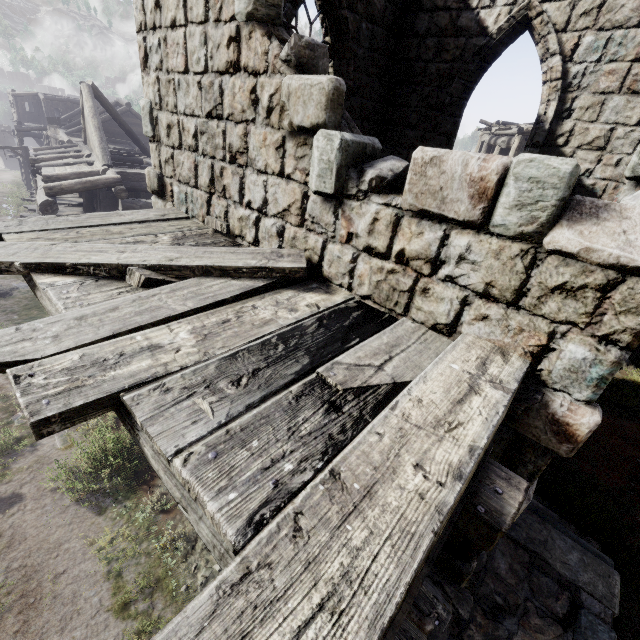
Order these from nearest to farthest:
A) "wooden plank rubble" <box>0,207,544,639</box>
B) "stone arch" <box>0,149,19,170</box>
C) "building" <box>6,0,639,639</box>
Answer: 1. "wooden plank rubble" <box>0,207,544,639</box>
2. "building" <box>6,0,639,639</box>
3. "stone arch" <box>0,149,19,170</box>

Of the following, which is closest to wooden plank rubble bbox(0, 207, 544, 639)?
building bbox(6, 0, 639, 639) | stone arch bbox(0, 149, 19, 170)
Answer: building bbox(6, 0, 639, 639)

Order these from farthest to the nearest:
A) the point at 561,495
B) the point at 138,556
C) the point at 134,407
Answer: the point at 561,495 → the point at 138,556 → the point at 134,407

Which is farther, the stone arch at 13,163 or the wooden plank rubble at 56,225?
the stone arch at 13,163

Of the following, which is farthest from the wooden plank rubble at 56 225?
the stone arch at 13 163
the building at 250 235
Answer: the stone arch at 13 163

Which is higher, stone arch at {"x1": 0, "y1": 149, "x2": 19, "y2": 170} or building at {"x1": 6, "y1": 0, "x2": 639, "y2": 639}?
building at {"x1": 6, "y1": 0, "x2": 639, "y2": 639}

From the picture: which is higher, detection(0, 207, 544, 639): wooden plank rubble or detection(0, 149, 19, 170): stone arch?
detection(0, 207, 544, 639): wooden plank rubble
